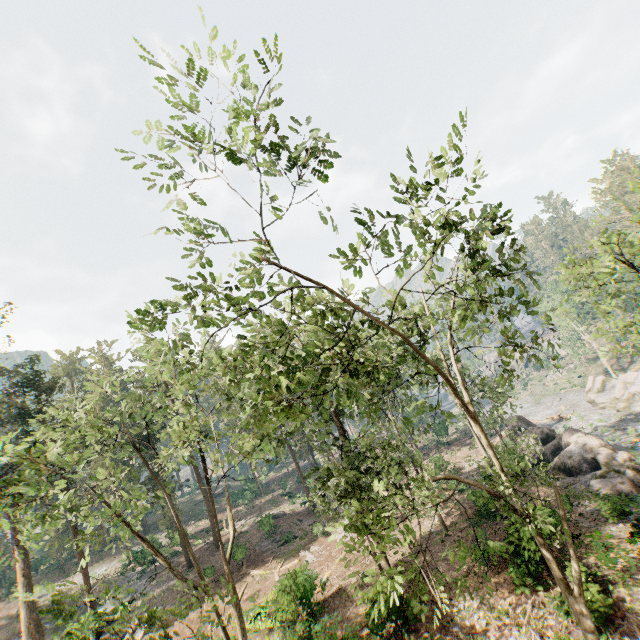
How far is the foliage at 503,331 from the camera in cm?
1024

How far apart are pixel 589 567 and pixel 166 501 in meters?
47.0

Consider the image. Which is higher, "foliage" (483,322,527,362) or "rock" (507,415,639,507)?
"foliage" (483,322,527,362)

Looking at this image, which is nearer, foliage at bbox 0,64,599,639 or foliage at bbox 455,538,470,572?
foliage at bbox 0,64,599,639

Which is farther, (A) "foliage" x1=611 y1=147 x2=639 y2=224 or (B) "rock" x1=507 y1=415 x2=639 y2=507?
(B) "rock" x1=507 y1=415 x2=639 y2=507

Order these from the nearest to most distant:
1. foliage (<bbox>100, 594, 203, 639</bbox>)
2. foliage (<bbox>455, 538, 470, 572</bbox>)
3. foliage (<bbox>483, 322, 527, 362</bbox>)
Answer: foliage (<bbox>100, 594, 203, 639</bbox>), foliage (<bbox>455, 538, 470, 572</bbox>), foliage (<bbox>483, 322, 527, 362</bbox>)
